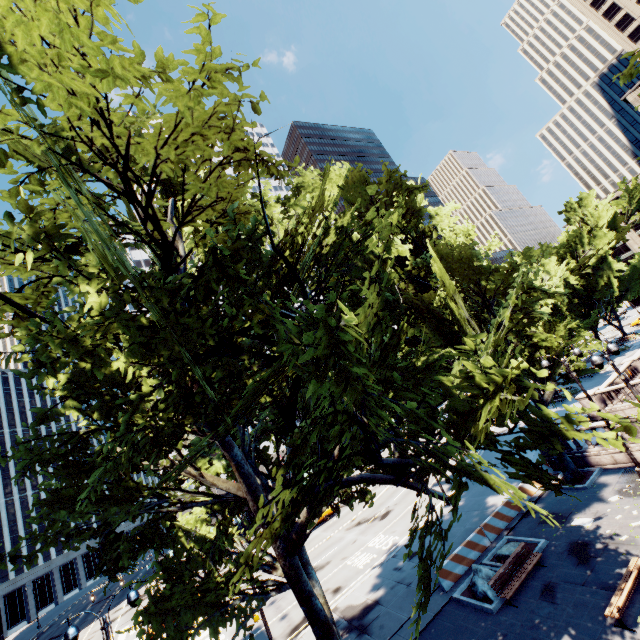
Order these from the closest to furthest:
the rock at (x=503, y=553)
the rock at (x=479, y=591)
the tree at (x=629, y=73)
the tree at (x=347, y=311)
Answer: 1. the tree at (x=347, y=311)
2. the tree at (x=629, y=73)
3. the rock at (x=479, y=591)
4. the rock at (x=503, y=553)

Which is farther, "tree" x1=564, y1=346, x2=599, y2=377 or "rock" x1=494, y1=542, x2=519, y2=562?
"tree" x1=564, y1=346, x2=599, y2=377

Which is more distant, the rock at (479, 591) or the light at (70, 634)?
the rock at (479, 591)

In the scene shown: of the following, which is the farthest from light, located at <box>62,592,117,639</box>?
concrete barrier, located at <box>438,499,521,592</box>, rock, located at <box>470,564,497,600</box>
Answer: rock, located at <box>470,564,497,600</box>

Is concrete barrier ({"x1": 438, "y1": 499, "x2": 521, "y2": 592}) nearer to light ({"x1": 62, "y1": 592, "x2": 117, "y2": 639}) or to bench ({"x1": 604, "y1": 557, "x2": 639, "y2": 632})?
bench ({"x1": 604, "y1": 557, "x2": 639, "y2": 632})

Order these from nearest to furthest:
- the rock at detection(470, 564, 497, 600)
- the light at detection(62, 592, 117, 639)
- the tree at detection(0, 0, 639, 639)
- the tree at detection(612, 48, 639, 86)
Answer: the tree at detection(0, 0, 639, 639) → the tree at detection(612, 48, 639, 86) → the light at detection(62, 592, 117, 639) → the rock at detection(470, 564, 497, 600)

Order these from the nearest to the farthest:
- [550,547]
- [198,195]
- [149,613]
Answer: [198,195], [149,613], [550,547]

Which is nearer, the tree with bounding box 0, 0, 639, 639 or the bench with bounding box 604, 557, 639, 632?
the tree with bounding box 0, 0, 639, 639
